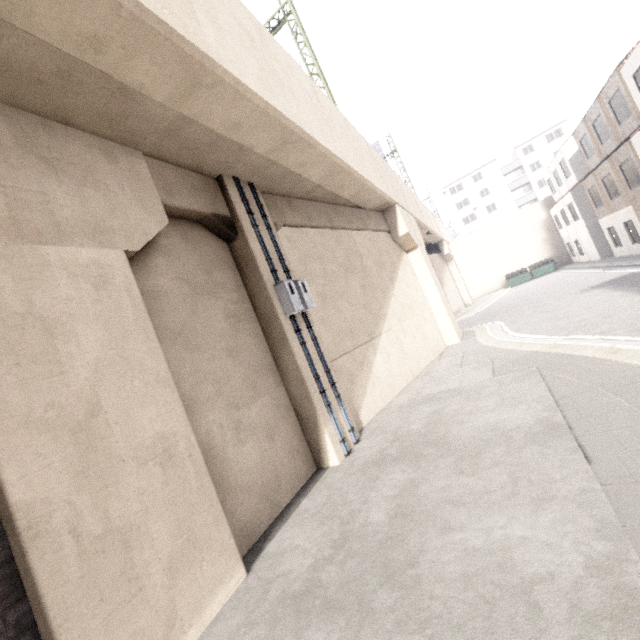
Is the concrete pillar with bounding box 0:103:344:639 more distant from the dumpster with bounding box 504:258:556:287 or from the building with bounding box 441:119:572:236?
the dumpster with bounding box 504:258:556:287

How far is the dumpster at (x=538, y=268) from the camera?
31.99m

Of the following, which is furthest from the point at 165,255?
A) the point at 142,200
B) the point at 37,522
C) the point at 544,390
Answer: the point at 544,390

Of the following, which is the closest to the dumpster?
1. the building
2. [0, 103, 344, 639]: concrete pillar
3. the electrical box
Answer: the building

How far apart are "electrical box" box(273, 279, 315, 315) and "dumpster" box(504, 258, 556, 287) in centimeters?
3324cm

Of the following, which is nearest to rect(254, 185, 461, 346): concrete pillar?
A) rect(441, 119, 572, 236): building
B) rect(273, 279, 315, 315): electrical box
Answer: rect(273, 279, 315, 315): electrical box

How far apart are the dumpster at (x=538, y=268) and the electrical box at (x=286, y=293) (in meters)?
33.24
